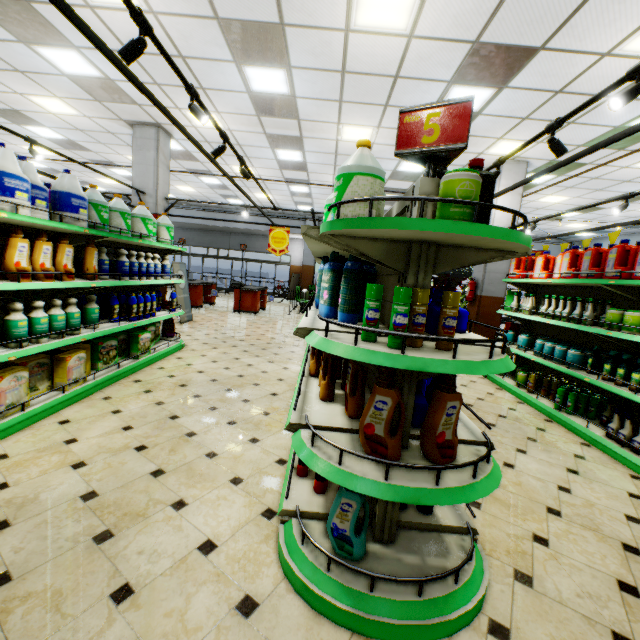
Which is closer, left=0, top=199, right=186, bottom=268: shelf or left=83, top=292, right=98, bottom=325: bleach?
left=0, top=199, right=186, bottom=268: shelf

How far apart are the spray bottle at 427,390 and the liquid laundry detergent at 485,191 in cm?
84

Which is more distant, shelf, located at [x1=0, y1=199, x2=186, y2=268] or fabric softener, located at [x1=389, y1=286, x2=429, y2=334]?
shelf, located at [x1=0, y1=199, x2=186, y2=268]

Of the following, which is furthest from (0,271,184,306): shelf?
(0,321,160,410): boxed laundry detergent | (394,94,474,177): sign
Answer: (394,94,474,177): sign

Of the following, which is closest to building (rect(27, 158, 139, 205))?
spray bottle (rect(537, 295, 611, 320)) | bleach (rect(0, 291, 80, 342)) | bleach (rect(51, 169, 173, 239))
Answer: bleach (rect(0, 291, 80, 342))

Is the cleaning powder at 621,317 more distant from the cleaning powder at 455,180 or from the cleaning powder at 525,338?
the cleaning powder at 455,180

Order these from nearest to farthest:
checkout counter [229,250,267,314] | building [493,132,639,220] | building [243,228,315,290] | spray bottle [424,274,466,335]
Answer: spray bottle [424,274,466,335] < building [493,132,639,220] < checkout counter [229,250,267,314] < building [243,228,315,290]

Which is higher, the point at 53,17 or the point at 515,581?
the point at 53,17
